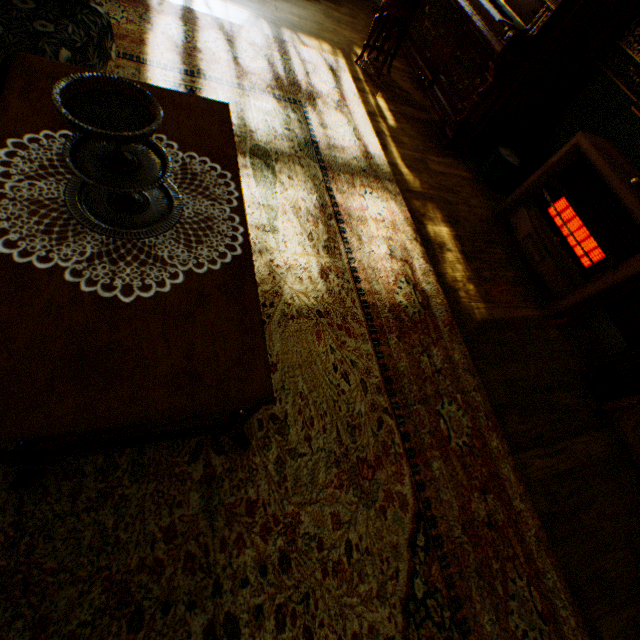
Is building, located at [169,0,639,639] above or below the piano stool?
below

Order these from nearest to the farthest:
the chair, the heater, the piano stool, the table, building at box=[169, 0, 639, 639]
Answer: the table, the chair, building at box=[169, 0, 639, 639], the heater, the piano stool

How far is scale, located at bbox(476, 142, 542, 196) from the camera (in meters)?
3.35

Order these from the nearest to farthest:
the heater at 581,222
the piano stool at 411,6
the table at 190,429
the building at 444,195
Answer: the table at 190,429, the building at 444,195, the heater at 581,222, the piano stool at 411,6

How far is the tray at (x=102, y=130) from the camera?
0.72m

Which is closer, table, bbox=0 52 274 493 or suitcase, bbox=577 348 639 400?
table, bbox=0 52 274 493

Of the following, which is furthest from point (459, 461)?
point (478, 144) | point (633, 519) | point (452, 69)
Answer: point (452, 69)

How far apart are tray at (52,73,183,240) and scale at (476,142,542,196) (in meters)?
3.49
